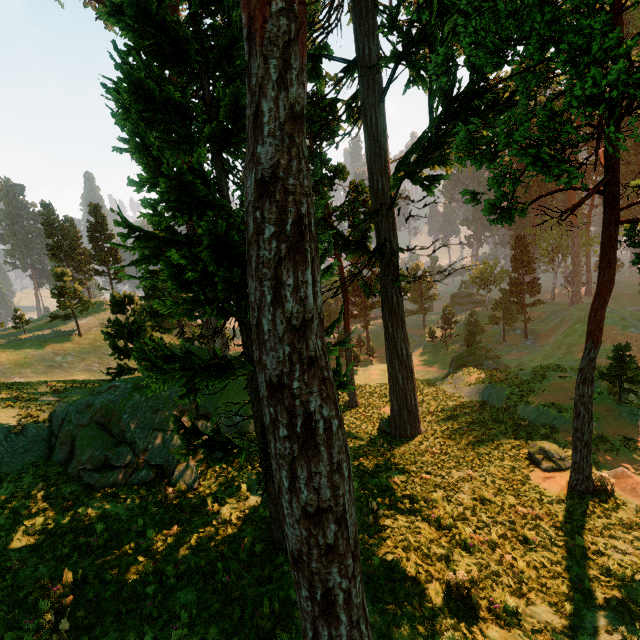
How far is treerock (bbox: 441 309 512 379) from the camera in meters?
32.7

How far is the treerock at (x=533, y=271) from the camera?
48.16m

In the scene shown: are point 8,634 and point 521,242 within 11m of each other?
no

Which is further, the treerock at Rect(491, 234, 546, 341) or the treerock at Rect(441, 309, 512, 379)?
the treerock at Rect(491, 234, 546, 341)

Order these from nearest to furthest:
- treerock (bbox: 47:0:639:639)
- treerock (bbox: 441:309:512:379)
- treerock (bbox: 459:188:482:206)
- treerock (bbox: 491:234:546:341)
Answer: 1. treerock (bbox: 47:0:639:639)
2. treerock (bbox: 459:188:482:206)
3. treerock (bbox: 441:309:512:379)
4. treerock (bbox: 491:234:546:341)

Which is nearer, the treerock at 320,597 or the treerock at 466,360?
the treerock at 320,597
